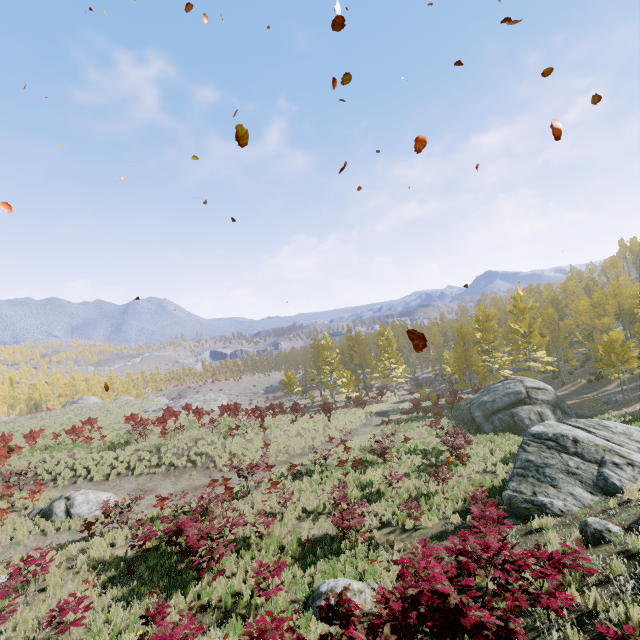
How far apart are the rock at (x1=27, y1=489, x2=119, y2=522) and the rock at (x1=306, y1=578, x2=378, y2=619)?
12.8 meters

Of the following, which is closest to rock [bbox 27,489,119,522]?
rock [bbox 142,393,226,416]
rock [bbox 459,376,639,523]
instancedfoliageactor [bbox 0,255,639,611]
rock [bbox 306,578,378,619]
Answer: instancedfoliageactor [bbox 0,255,639,611]

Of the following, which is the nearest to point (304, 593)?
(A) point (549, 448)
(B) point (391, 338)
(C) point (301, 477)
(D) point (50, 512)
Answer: Answer: (C) point (301, 477)

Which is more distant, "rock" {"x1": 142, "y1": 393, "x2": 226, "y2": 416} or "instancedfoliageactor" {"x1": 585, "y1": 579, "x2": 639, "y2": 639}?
"rock" {"x1": 142, "y1": 393, "x2": 226, "y2": 416}

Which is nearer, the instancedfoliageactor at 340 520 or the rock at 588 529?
the rock at 588 529

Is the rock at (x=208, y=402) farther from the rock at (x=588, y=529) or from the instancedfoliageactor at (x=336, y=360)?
the rock at (x=588, y=529)

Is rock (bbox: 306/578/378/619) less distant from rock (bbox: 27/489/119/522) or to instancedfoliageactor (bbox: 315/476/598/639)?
instancedfoliageactor (bbox: 315/476/598/639)
